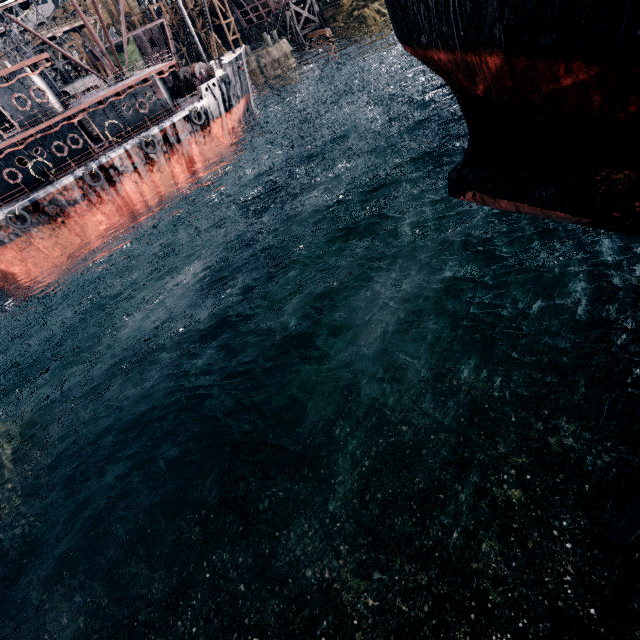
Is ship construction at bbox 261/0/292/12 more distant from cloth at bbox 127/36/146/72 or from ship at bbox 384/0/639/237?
ship at bbox 384/0/639/237

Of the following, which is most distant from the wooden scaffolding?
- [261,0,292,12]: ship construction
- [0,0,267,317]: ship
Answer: [261,0,292,12]: ship construction

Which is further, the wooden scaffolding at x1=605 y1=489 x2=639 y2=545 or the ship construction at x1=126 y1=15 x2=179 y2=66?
the ship construction at x1=126 y1=15 x2=179 y2=66

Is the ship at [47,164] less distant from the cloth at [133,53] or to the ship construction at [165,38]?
the cloth at [133,53]

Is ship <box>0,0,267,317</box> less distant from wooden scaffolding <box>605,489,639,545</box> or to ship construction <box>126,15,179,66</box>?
ship construction <box>126,15,179,66</box>

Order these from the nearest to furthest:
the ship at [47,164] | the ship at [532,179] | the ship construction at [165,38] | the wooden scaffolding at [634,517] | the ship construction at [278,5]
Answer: the ship at [532,179]
the wooden scaffolding at [634,517]
the ship at [47,164]
the ship construction at [165,38]
the ship construction at [278,5]

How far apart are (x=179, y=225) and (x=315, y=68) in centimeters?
4447cm

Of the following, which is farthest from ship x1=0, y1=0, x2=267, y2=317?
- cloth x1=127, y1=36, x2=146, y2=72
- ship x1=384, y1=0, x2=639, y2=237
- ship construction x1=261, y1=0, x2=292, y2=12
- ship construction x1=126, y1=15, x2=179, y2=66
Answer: ship construction x1=261, y1=0, x2=292, y2=12
